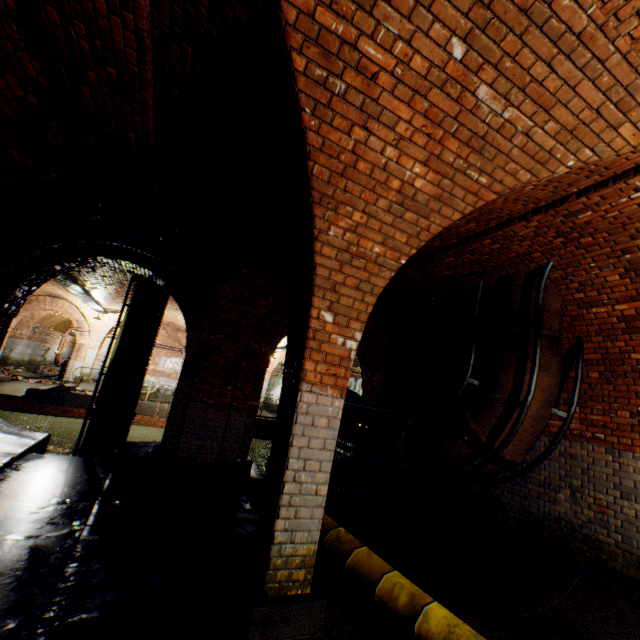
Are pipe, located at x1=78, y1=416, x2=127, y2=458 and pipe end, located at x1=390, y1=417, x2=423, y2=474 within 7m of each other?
no

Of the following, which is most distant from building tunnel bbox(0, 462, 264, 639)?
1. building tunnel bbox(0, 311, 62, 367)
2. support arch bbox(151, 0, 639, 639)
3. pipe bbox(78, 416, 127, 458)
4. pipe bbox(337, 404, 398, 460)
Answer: building tunnel bbox(0, 311, 62, 367)

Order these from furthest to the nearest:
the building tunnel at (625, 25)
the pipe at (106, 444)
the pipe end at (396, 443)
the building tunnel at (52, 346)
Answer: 1. the building tunnel at (52, 346)
2. the pipe at (106, 444)
3. the pipe end at (396, 443)
4. the building tunnel at (625, 25)

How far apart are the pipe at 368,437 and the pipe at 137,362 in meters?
5.6 m

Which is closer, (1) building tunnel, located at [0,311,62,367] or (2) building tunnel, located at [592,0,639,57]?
(2) building tunnel, located at [592,0,639,57]

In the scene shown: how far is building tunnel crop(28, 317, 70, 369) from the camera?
23.72m

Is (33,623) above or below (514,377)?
below

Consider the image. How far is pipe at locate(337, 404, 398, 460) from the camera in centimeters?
704cm
